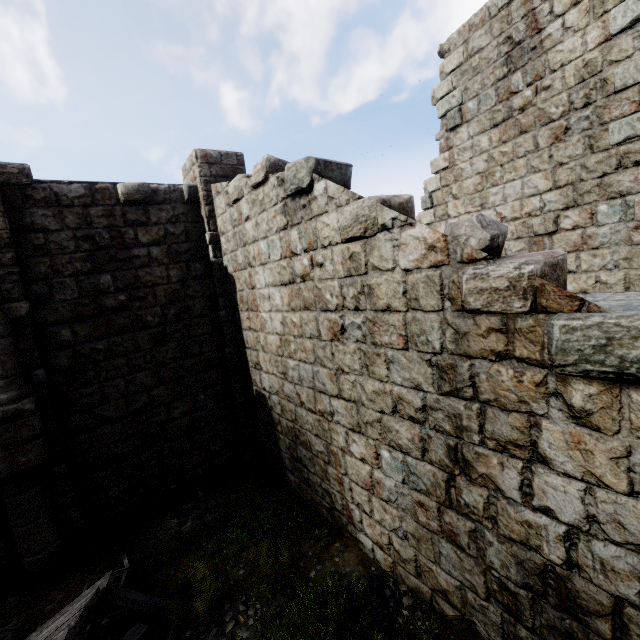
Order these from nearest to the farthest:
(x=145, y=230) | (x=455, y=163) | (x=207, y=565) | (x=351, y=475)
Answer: (x=351, y=475) < (x=207, y=565) < (x=145, y=230) < (x=455, y=163)

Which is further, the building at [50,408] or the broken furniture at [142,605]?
the broken furniture at [142,605]

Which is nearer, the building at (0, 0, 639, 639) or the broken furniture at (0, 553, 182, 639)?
the building at (0, 0, 639, 639)

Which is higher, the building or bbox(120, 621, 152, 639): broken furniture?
the building
